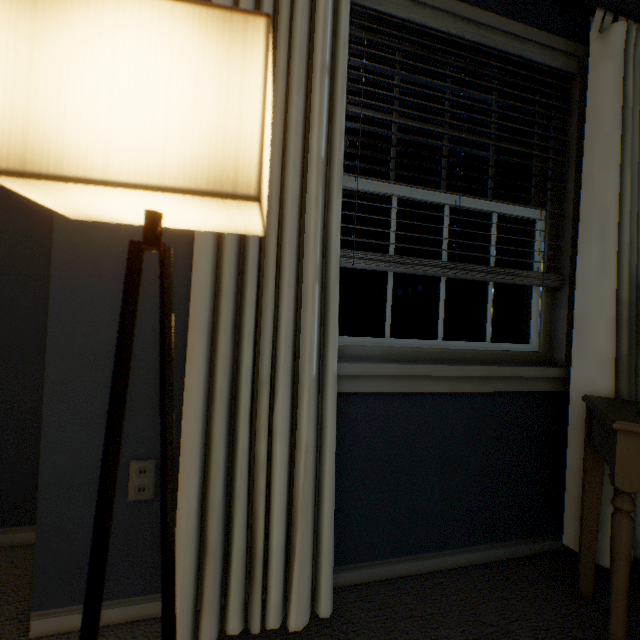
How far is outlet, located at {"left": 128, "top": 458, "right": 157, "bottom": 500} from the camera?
1.0m

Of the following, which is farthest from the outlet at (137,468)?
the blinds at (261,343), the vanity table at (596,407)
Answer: the vanity table at (596,407)

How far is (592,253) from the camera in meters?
1.3

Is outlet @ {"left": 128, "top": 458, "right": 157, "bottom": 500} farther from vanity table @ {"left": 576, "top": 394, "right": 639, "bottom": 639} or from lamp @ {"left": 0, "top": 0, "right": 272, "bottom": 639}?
vanity table @ {"left": 576, "top": 394, "right": 639, "bottom": 639}

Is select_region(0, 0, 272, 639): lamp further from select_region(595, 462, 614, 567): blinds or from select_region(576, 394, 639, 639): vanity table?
select_region(576, 394, 639, 639): vanity table

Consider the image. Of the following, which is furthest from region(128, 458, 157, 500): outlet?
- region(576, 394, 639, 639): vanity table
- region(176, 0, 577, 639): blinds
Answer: region(576, 394, 639, 639): vanity table

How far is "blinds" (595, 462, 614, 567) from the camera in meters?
1.2

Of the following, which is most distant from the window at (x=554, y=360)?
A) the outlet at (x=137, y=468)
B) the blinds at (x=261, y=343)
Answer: the outlet at (x=137, y=468)
